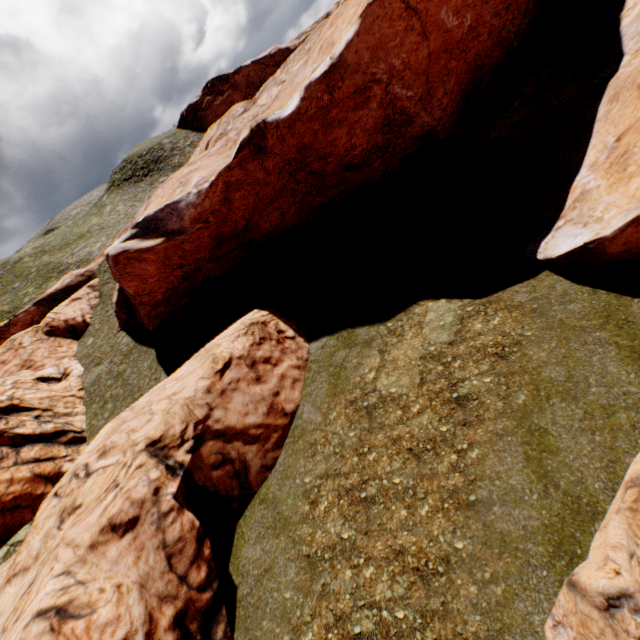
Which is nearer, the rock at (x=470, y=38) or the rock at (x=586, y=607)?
the rock at (x=586, y=607)

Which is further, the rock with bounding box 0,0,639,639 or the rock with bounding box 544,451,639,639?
the rock with bounding box 0,0,639,639

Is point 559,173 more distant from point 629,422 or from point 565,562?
point 565,562
